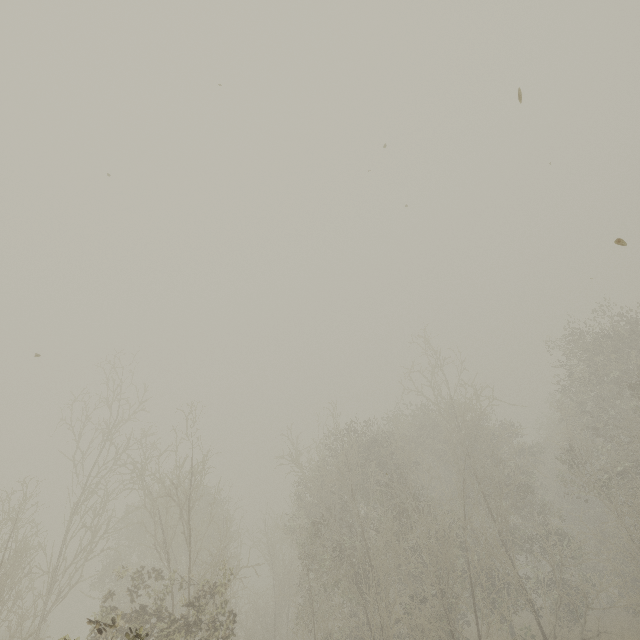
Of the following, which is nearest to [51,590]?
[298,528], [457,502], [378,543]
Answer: [298,528]
